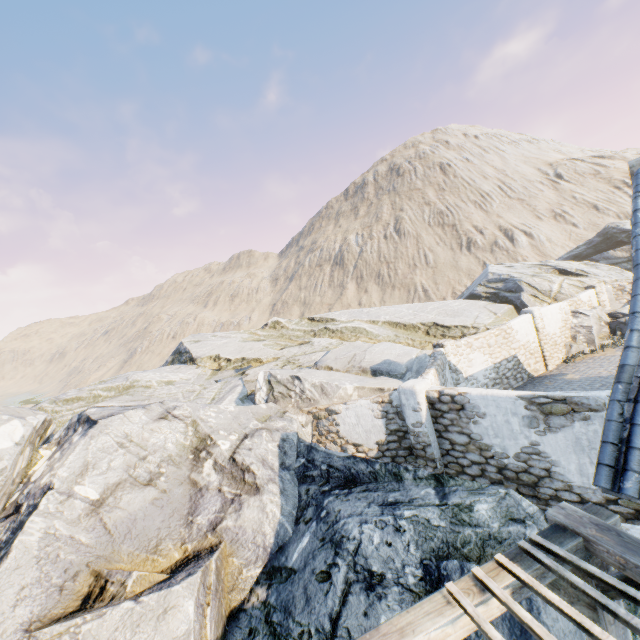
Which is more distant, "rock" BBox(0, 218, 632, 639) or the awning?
"rock" BBox(0, 218, 632, 639)

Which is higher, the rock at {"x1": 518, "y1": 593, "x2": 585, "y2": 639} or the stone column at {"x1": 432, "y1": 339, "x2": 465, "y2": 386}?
the stone column at {"x1": 432, "y1": 339, "x2": 465, "y2": 386}

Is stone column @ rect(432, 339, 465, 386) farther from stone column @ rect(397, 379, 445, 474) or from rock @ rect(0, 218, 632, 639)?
stone column @ rect(397, 379, 445, 474)

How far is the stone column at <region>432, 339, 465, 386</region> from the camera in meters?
13.4

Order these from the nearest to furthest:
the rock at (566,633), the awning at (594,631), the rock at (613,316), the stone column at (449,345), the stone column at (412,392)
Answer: the awning at (594,631), the rock at (566,633), the stone column at (412,392), the stone column at (449,345), the rock at (613,316)

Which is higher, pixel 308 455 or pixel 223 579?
pixel 308 455

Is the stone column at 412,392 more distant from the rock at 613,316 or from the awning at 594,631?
the awning at 594,631
